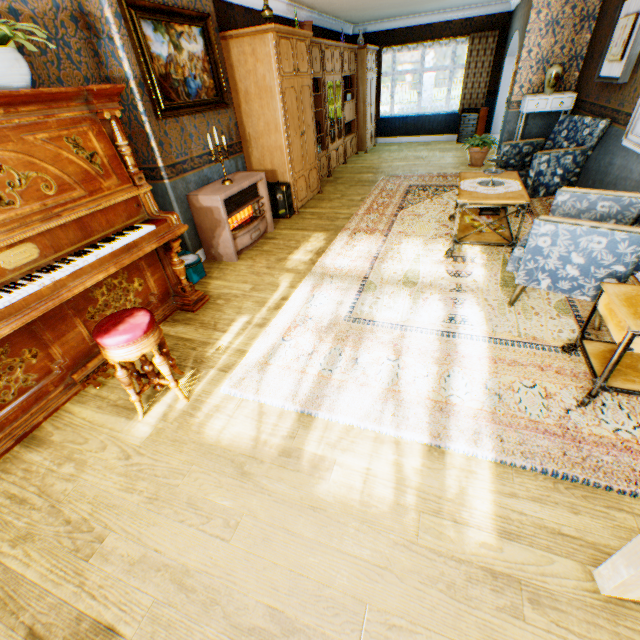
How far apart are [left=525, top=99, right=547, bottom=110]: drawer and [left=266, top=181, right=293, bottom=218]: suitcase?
4.7m

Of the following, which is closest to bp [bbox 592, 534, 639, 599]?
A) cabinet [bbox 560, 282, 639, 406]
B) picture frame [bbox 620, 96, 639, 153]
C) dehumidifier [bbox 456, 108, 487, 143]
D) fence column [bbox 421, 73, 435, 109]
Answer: cabinet [bbox 560, 282, 639, 406]

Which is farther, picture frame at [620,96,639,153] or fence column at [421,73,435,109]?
fence column at [421,73,435,109]

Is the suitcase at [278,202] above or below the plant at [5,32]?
below

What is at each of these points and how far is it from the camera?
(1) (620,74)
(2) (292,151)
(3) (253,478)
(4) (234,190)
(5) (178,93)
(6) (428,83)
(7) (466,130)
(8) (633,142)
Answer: (1) picture frame, 4.1m
(2) cabinet, 5.4m
(3) building, 2.0m
(4) heater, 4.2m
(5) painting, 3.8m
(6) fence column, 22.6m
(7) dehumidifier, 9.7m
(8) picture frame, 3.7m

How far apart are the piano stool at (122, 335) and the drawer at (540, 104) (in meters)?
7.48

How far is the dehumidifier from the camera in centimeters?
940cm

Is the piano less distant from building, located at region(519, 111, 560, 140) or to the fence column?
building, located at region(519, 111, 560, 140)
